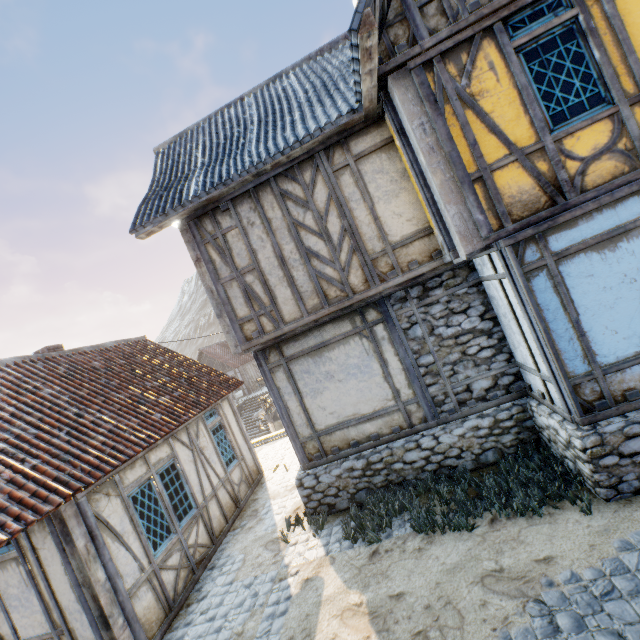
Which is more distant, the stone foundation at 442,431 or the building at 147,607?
the building at 147,607

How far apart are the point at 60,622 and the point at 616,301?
9.79m

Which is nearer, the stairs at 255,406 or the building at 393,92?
the building at 393,92

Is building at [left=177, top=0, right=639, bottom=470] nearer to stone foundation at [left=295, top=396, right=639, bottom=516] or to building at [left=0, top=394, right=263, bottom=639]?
stone foundation at [left=295, top=396, right=639, bottom=516]

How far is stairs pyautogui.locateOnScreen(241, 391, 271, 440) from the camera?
25.1 meters

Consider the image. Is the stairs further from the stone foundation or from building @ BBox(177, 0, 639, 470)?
building @ BBox(177, 0, 639, 470)

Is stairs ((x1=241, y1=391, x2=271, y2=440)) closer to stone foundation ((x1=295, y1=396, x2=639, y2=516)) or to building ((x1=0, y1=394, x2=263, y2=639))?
building ((x1=0, y1=394, x2=263, y2=639))

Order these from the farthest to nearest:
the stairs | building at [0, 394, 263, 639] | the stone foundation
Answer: the stairs → building at [0, 394, 263, 639] → the stone foundation
